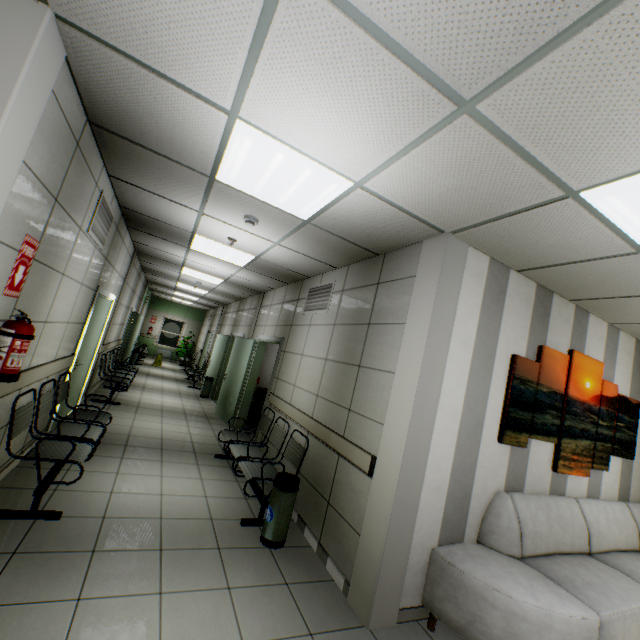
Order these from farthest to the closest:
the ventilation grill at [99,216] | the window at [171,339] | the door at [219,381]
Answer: the window at [171,339], the door at [219,381], the ventilation grill at [99,216]

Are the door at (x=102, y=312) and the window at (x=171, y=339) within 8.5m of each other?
no

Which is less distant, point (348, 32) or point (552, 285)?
point (348, 32)

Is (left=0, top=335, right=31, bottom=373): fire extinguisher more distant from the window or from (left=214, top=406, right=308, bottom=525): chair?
the window

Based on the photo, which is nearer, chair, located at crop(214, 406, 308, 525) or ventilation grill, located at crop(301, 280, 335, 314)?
chair, located at crop(214, 406, 308, 525)

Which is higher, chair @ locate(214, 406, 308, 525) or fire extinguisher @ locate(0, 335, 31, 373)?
fire extinguisher @ locate(0, 335, 31, 373)

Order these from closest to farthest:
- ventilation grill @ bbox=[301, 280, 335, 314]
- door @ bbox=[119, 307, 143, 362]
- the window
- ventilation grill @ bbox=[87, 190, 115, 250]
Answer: ventilation grill @ bbox=[87, 190, 115, 250] < ventilation grill @ bbox=[301, 280, 335, 314] < door @ bbox=[119, 307, 143, 362] < the window

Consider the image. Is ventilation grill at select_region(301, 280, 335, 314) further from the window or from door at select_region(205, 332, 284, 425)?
the window
